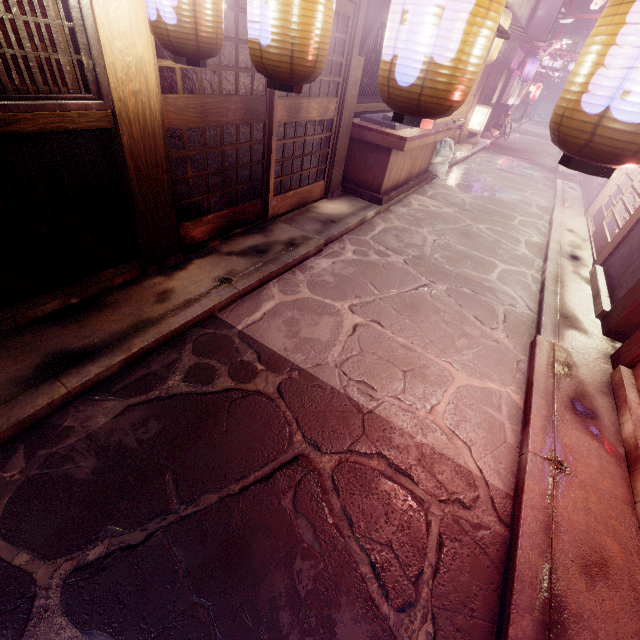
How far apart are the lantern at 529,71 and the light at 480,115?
15.1m

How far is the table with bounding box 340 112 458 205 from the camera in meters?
10.6 m

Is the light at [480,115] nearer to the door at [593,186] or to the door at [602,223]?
the door at [593,186]

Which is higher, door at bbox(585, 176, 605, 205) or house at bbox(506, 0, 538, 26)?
house at bbox(506, 0, 538, 26)

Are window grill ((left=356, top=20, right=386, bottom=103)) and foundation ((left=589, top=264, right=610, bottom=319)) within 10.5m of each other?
yes

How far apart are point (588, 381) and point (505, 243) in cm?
711

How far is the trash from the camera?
15.5m

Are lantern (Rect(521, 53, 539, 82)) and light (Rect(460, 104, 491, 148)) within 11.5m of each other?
no
